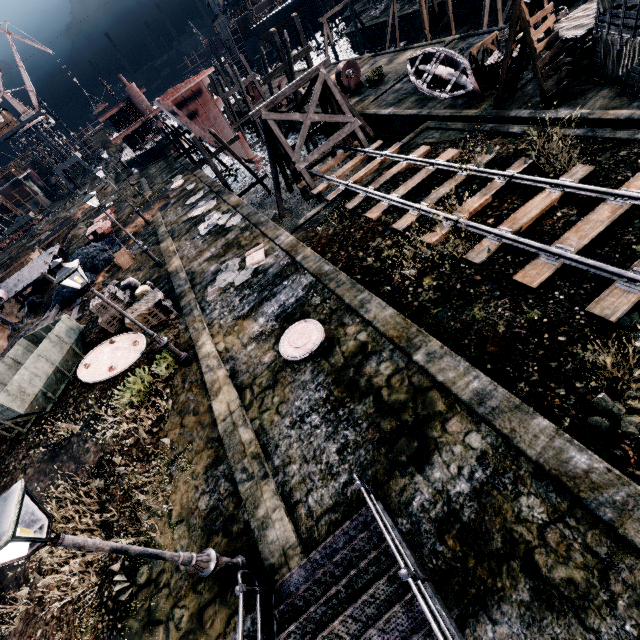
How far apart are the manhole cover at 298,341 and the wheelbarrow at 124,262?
19.2 meters

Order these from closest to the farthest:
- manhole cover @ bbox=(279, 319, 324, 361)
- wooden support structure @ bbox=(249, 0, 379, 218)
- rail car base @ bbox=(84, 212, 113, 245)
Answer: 1. manhole cover @ bbox=(279, 319, 324, 361)
2. wooden support structure @ bbox=(249, 0, 379, 218)
3. rail car base @ bbox=(84, 212, 113, 245)

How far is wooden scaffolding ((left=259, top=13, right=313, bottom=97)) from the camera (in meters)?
23.42

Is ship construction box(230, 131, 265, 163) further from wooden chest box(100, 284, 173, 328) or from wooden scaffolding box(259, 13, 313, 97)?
wooden chest box(100, 284, 173, 328)

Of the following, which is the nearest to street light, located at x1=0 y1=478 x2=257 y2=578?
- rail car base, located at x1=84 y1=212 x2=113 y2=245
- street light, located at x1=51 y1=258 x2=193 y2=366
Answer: street light, located at x1=51 y1=258 x2=193 y2=366

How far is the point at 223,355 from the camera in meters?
13.0

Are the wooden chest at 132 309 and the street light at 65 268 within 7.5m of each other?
yes

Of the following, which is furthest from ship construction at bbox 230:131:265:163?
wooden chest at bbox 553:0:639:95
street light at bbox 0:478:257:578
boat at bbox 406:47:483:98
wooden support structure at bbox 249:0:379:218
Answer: street light at bbox 0:478:257:578
